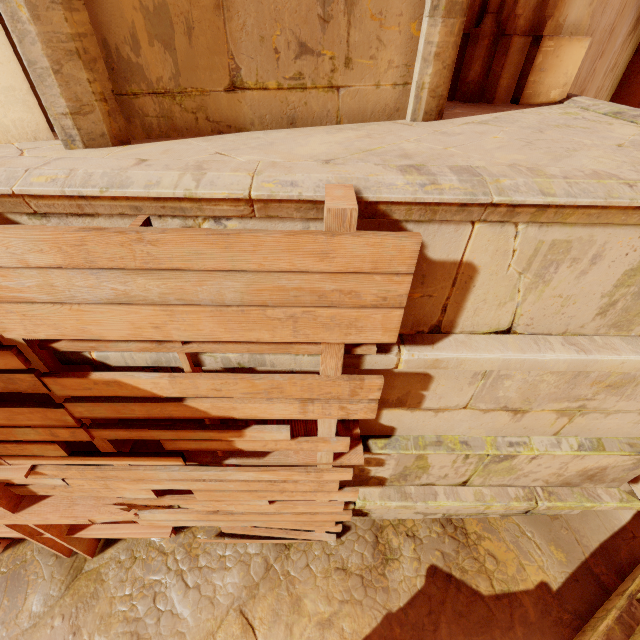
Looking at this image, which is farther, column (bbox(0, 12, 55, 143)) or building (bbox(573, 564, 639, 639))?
building (bbox(573, 564, 639, 639))

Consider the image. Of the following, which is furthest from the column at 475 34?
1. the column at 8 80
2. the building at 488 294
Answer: the column at 8 80

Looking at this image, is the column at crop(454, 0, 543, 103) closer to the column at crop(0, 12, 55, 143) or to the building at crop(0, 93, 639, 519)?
the building at crop(0, 93, 639, 519)

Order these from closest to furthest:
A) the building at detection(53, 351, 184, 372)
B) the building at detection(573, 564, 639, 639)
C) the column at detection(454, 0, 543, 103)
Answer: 1. the building at detection(53, 351, 184, 372)
2. the building at detection(573, 564, 639, 639)
3. the column at detection(454, 0, 543, 103)

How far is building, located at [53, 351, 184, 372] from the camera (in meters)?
1.88

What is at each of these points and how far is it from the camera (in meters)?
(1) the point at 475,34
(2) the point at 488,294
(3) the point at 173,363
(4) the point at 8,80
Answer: (1) column, 3.25
(2) building, 1.81
(3) building, 1.93
(4) column, 1.79

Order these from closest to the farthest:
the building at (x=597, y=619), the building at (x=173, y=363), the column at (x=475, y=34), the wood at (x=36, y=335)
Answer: the wood at (x=36, y=335) < the building at (x=173, y=363) < the building at (x=597, y=619) < the column at (x=475, y=34)

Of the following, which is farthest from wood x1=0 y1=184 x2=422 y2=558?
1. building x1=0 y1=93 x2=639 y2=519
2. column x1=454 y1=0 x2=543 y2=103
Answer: column x1=454 y1=0 x2=543 y2=103
